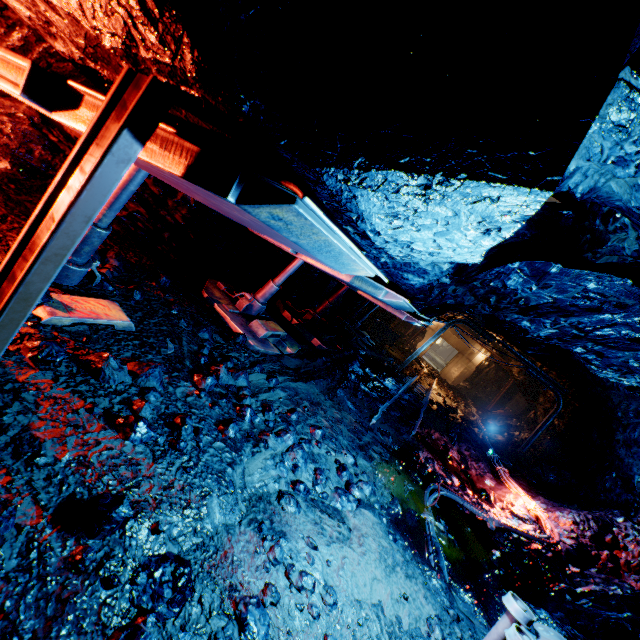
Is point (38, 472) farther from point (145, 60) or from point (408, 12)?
point (408, 12)

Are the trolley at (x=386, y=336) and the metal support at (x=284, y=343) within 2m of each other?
no

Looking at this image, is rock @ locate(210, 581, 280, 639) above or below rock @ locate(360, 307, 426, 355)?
below

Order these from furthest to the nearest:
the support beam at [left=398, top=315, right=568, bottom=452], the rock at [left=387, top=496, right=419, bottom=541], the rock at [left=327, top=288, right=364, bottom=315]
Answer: the rock at [left=327, top=288, right=364, bottom=315] < the support beam at [left=398, top=315, right=568, bottom=452] < the rock at [left=387, top=496, right=419, bottom=541]

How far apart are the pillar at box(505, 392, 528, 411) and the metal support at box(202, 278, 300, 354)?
20.0m

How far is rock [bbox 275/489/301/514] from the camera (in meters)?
3.02

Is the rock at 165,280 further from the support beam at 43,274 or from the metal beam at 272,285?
the support beam at 43,274

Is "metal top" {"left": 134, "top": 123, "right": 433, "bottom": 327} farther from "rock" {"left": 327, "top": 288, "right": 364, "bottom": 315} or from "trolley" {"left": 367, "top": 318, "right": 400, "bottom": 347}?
"trolley" {"left": 367, "top": 318, "right": 400, "bottom": 347}
